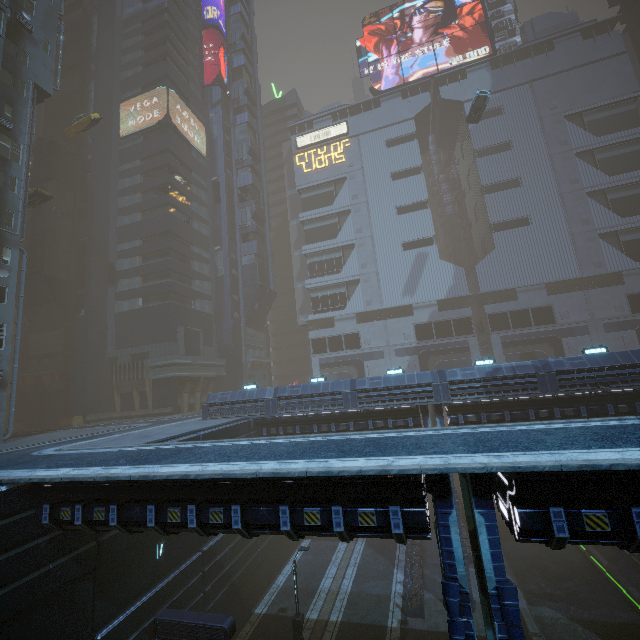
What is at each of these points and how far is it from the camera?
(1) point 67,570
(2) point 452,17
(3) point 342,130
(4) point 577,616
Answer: (1) building, 10.87m
(2) sign, 52.41m
(3) sign, 54.81m
(4) train rail, 19.11m

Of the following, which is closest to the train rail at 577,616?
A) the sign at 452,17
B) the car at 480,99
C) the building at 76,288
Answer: the building at 76,288

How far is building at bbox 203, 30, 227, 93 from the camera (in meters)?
55.25

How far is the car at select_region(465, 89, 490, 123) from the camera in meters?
35.6 m

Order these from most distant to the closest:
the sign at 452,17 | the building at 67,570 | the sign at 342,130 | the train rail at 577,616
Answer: the sign at 342,130, the sign at 452,17, the train rail at 577,616, the building at 67,570

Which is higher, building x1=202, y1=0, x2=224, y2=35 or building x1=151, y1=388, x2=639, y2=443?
building x1=202, y1=0, x2=224, y2=35

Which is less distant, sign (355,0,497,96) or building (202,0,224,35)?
sign (355,0,497,96)

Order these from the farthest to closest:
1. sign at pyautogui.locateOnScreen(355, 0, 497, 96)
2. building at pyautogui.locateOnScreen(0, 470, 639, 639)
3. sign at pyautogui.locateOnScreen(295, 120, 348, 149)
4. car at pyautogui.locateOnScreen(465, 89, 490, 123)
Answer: sign at pyautogui.locateOnScreen(295, 120, 348, 149)
sign at pyautogui.locateOnScreen(355, 0, 497, 96)
car at pyautogui.locateOnScreen(465, 89, 490, 123)
building at pyautogui.locateOnScreen(0, 470, 639, 639)
